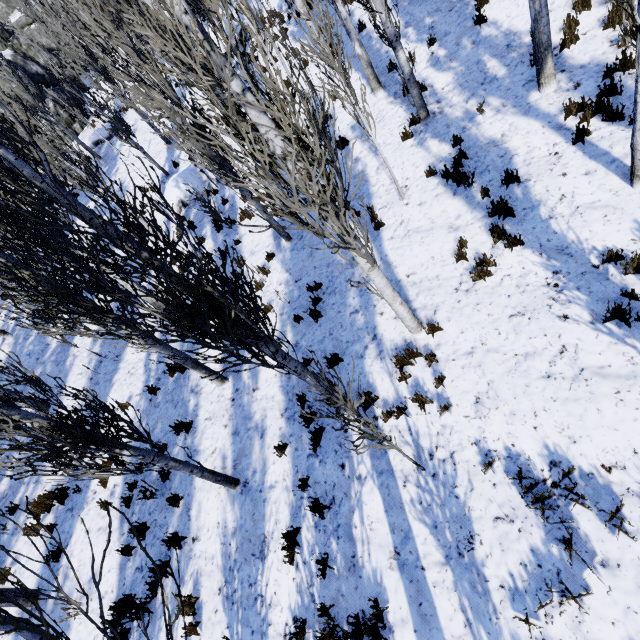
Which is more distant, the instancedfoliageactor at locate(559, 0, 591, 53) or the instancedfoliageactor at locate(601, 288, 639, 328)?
the instancedfoliageactor at locate(559, 0, 591, 53)

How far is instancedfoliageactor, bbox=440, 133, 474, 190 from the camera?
6.8 meters

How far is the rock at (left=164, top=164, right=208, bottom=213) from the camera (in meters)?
14.04

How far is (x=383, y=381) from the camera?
5.9 meters

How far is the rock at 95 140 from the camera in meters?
22.0

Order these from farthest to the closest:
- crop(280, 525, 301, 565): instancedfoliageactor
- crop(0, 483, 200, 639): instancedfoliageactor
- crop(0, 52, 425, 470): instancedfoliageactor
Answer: crop(280, 525, 301, 565): instancedfoliageactor → crop(0, 52, 425, 470): instancedfoliageactor → crop(0, 483, 200, 639): instancedfoliageactor

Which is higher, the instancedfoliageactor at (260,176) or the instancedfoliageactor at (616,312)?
the instancedfoliageactor at (260,176)
